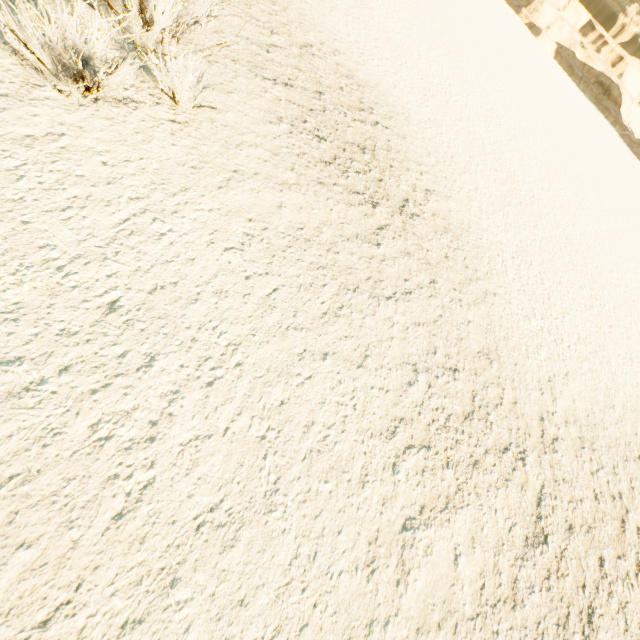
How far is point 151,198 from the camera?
2.7 meters
